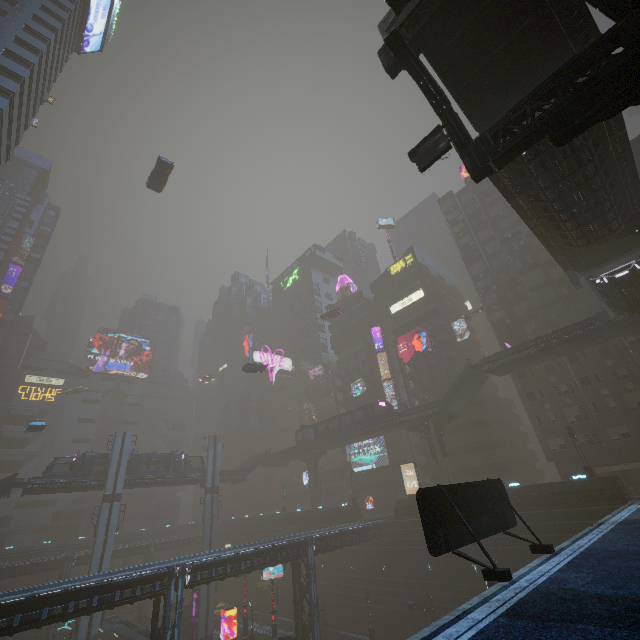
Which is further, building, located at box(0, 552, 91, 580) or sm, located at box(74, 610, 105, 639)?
building, located at box(0, 552, 91, 580)

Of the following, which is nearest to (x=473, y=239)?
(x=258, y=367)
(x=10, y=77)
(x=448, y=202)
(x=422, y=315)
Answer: (x=448, y=202)

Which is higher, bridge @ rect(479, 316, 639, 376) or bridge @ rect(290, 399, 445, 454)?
bridge @ rect(479, 316, 639, 376)

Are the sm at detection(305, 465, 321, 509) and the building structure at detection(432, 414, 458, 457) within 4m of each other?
no

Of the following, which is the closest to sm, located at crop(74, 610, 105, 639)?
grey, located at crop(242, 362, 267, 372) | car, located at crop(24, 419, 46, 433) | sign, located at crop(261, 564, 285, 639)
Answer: car, located at crop(24, 419, 46, 433)

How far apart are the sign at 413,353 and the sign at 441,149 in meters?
42.3 m

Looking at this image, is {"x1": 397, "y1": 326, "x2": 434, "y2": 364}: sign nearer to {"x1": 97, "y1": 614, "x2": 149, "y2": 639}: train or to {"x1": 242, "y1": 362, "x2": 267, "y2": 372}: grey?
{"x1": 242, "y1": 362, "x2": 267, "y2": 372}: grey

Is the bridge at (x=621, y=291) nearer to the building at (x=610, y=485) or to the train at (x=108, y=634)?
the building at (x=610, y=485)
